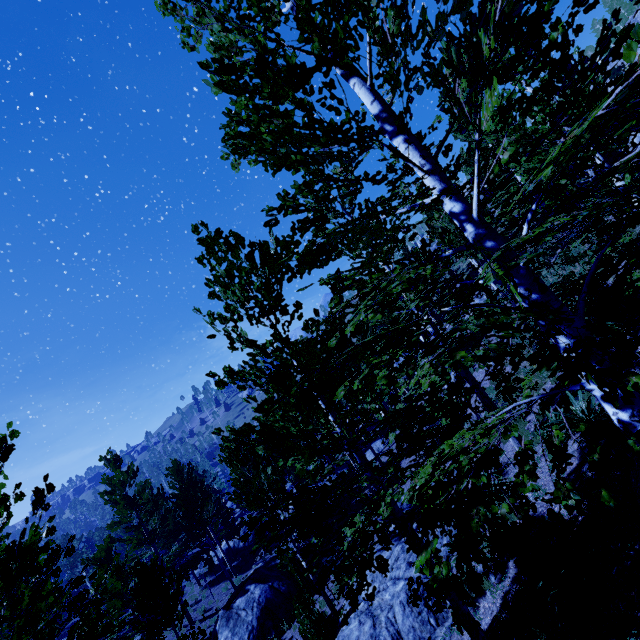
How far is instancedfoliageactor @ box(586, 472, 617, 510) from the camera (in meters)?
1.87

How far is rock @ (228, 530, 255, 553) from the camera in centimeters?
3103cm

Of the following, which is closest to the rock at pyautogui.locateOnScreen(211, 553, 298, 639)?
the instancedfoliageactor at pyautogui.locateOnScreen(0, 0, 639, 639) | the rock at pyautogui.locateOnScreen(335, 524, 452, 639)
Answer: the instancedfoliageactor at pyautogui.locateOnScreen(0, 0, 639, 639)

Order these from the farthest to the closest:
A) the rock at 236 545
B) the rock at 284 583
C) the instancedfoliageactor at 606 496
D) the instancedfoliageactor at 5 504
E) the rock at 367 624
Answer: the rock at 236 545
the rock at 284 583
the rock at 367 624
the instancedfoliageactor at 5 504
the instancedfoliageactor at 606 496

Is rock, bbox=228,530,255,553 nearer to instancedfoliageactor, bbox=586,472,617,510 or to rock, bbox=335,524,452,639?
instancedfoliageactor, bbox=586,472,617,510

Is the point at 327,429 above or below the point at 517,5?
below

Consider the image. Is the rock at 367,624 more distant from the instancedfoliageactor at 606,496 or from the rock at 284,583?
the rock at 284,583
